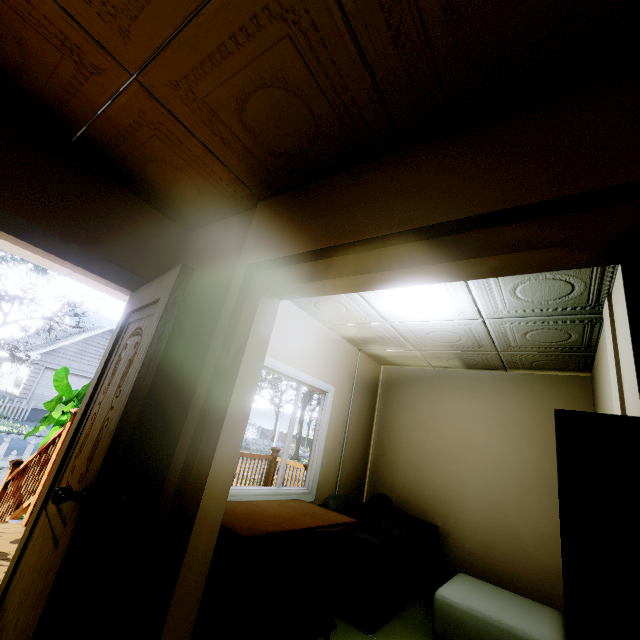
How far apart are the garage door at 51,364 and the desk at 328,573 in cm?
2318

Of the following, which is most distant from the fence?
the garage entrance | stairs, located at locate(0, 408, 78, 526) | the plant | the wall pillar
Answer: the wall pillar

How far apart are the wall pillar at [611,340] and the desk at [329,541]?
1.8 meters

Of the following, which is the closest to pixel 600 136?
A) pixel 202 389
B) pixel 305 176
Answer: pixel 305 176

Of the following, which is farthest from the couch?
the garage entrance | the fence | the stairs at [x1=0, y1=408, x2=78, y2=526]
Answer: the garage entrance

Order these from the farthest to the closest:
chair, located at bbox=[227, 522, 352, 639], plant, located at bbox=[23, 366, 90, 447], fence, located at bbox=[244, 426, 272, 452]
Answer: fence, located at bbox=[244, 426, 272, 452] < plant, located at bbox=[23, 366, 90, 447] < chair, located at bbox=[227, 522, 352, 639]

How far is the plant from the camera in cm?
415

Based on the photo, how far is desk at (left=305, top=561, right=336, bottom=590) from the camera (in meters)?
2.45
